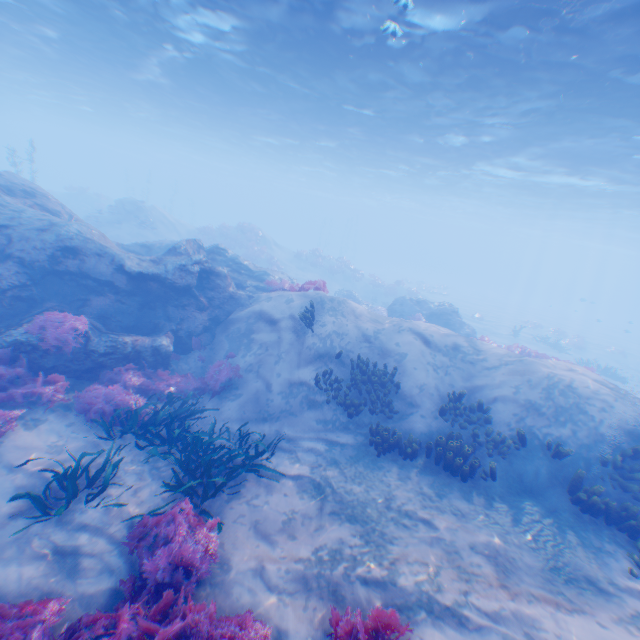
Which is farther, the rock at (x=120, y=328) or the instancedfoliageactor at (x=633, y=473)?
the rock at (x=120, y=328)

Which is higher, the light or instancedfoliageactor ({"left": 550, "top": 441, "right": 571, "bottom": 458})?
the light

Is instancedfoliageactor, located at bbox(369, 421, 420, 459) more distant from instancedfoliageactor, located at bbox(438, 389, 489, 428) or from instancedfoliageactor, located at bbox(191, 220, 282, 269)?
instancedfoliageactor, located at bbox(191, 220, 282, 269)

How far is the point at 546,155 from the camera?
19.9m

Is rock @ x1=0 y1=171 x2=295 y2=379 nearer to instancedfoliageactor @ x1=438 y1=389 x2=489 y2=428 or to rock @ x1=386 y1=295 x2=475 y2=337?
instancedfoliageactor @ x1=438 y1=389 x2=489 y2=428

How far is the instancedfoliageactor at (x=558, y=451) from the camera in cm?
762

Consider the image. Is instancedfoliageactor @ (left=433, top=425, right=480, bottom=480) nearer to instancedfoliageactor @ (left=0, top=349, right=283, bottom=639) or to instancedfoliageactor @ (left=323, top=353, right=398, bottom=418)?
instancedfoliageactor @ (left=323, top=353, right=398, bottom=418)

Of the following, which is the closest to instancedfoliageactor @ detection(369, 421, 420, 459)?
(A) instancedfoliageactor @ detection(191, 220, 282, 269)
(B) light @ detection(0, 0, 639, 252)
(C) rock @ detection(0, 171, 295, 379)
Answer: (C) rock @ detection(0, 171, 295, 379)
